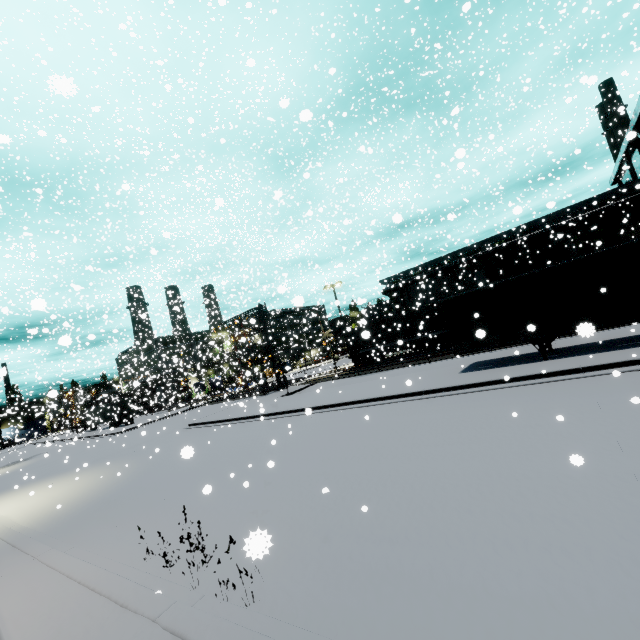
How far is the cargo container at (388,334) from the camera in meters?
27.4 m

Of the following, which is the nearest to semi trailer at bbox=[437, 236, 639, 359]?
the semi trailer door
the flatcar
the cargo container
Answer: the semi trailer door

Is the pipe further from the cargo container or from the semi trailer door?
the semi trailer door

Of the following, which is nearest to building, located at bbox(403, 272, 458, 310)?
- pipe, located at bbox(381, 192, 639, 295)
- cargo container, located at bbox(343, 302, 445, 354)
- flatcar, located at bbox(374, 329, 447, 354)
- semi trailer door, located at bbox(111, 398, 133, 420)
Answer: pipe, located at bbox(381, 192, 639, 295)

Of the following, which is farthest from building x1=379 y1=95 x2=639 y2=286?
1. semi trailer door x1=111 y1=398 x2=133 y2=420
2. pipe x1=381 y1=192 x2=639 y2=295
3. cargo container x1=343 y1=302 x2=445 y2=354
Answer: semi trailer door x1=111 y1=398 x2=133 y2=420

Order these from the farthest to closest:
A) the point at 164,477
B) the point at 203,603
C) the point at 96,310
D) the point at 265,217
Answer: the point at 265,217, the point at 96,310, the point at 164,477, the point at 203,603

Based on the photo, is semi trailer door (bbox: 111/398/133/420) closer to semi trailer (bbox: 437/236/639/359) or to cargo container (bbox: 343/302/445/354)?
semi trailer (bbox: 437/236/639/359)

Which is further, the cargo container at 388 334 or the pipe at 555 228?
the pipe at 555 228
